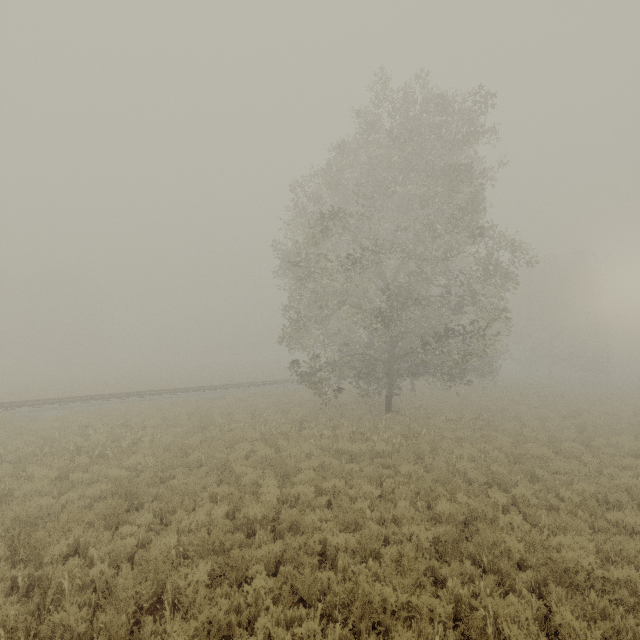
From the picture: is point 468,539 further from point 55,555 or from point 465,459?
point 55,555
